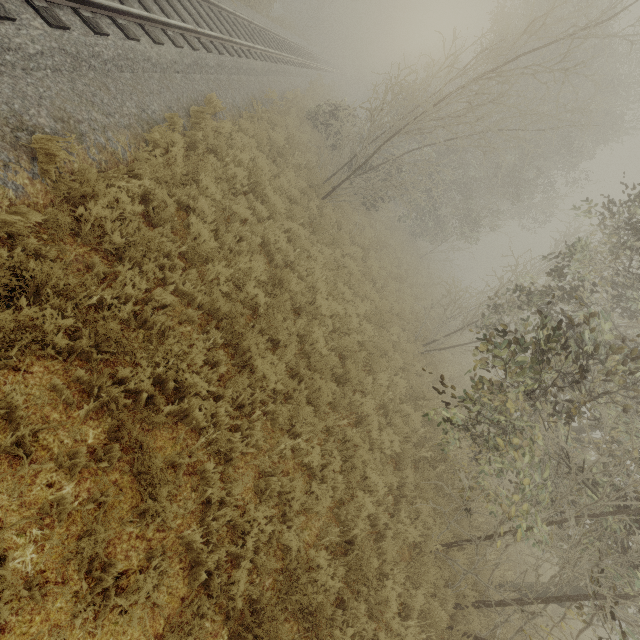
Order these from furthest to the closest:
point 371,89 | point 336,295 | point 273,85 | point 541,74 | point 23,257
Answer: point 541,74, point 273,85, point 371,89, point 336,295, point 23,257

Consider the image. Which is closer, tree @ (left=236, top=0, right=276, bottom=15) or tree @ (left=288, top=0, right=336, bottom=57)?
tree @ (left=236, top=0, right=276, bottom=15)

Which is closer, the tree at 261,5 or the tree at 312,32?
the tree at 261,5
